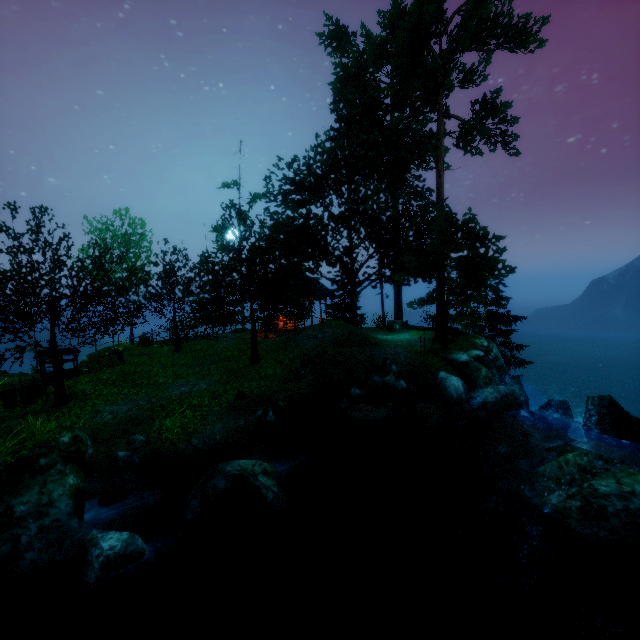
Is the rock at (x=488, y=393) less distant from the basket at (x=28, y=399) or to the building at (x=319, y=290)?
the building at (x=319, y=290)

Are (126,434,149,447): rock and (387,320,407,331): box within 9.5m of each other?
no

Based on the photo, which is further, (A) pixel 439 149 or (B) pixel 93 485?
(A) pixel 439 149

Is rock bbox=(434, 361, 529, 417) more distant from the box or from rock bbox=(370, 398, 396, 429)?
the box

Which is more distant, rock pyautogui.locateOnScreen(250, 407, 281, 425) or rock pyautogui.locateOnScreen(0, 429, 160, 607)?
rock pyautogui.locateOnScreen(250, 407, 281, 425)

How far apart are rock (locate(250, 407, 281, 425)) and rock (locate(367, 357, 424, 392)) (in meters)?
4.59

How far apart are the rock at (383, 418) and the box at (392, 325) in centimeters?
1145cm

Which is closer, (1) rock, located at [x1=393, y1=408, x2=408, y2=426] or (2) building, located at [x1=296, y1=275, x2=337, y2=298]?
(1) rock, located at [x1=393, y1=408, x2=408, y2=426]
